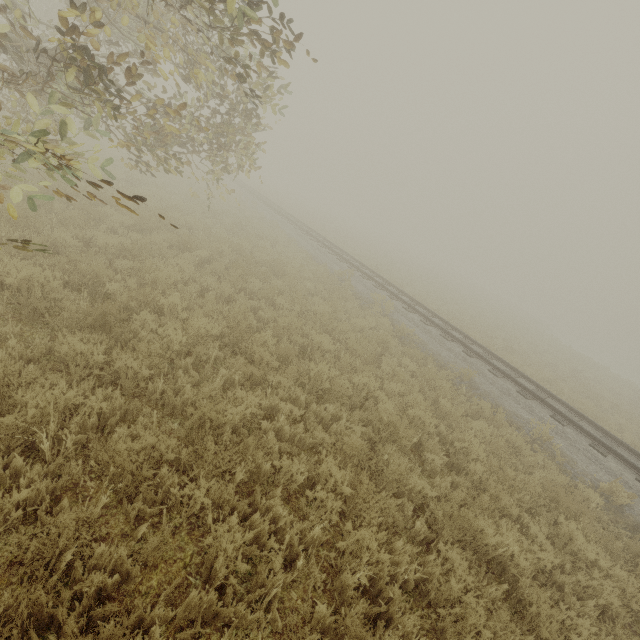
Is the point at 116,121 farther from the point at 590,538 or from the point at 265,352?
the point at 590,538
